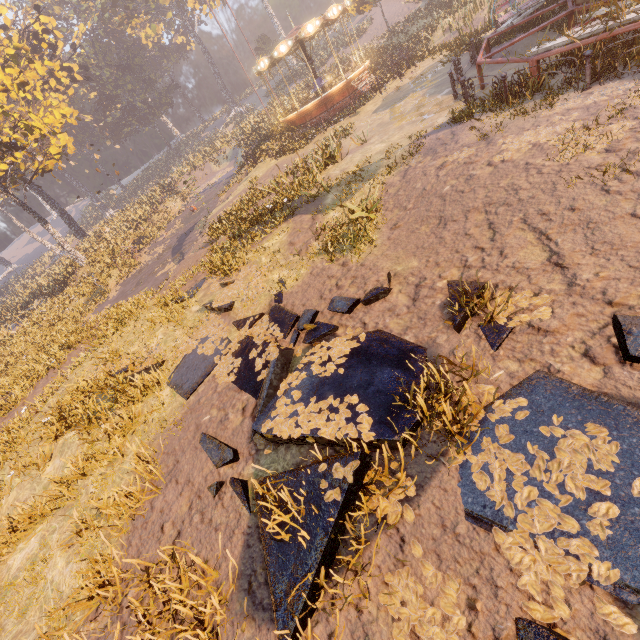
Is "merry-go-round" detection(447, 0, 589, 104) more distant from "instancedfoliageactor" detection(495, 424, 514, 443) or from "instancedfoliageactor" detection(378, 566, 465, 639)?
"instancedfoliageactor" detection(378, 566, 465, 639)

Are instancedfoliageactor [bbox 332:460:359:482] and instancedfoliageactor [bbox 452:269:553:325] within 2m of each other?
no

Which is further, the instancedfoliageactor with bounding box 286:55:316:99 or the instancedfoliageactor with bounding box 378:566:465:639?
the instancedfoliageactor with bounding box 286:55:316:99

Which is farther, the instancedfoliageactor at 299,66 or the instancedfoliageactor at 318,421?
the instancedfoliageactor at 299,66

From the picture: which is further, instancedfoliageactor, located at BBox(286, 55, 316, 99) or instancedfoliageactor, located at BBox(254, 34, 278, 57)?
instancedfoliageactor, located at BBox(254, 34, 278, 57)

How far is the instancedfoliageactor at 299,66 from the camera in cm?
3353

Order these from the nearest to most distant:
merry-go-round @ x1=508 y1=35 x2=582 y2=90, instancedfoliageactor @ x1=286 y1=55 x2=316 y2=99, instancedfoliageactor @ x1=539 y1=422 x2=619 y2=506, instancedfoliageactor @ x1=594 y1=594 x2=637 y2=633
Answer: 1. instancedfoliageactor @ x1=594 y1=594 x2=637 y2=633
2. instancedfoliageactor @ x1=539 y1=422 x2=619 y2=506
3. merry-go-round @ x1=508 y1=35 x2=582 y2=90
4. instancedfoliageactor @ x1=286 y1=55 x2=316 y2=99

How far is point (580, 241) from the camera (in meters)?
4.63
